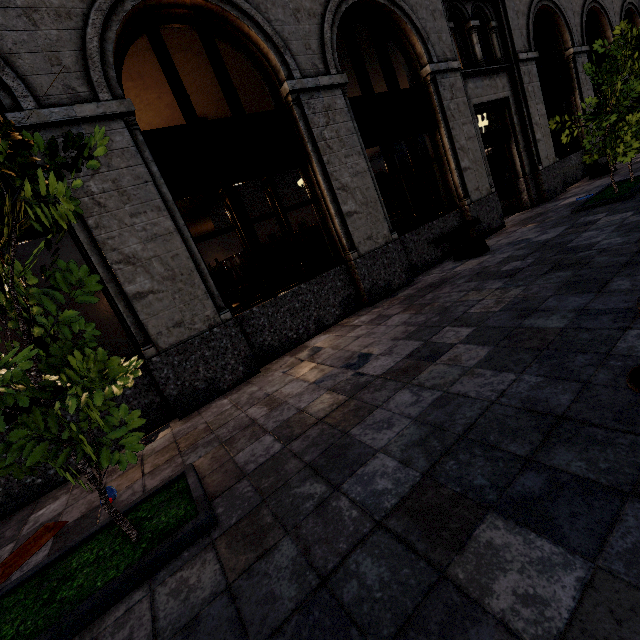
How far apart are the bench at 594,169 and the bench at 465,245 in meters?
6.2 m

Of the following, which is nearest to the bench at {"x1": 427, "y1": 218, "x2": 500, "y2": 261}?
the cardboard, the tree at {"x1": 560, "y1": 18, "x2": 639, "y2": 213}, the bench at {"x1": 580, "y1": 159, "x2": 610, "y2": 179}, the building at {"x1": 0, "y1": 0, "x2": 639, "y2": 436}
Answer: the building at {"x1": 0, "y1": 0, "x2": 639, "y2": 436}

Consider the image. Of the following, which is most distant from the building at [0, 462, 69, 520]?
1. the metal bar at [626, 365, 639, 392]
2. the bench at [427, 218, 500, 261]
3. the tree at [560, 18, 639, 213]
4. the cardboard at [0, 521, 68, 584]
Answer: the metal bar at [626, 365, 639, 392]

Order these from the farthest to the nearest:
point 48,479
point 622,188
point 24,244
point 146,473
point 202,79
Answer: point 24,244 < point 202,79 < point 622,188 < point 48,479 < point 146,473

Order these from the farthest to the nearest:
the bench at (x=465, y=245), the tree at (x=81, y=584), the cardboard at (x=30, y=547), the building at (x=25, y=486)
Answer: the bench at (x=465, y=245) → the building at (x=25, y=486) → the cardboard at (x=30, y=547) → the tree at (x=81, y=584)

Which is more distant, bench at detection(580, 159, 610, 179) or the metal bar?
bench at detection(580, 159, 610, 179)

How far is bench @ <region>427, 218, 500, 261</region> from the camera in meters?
6.9

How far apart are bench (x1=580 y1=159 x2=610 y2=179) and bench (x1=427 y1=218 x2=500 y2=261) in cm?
622
